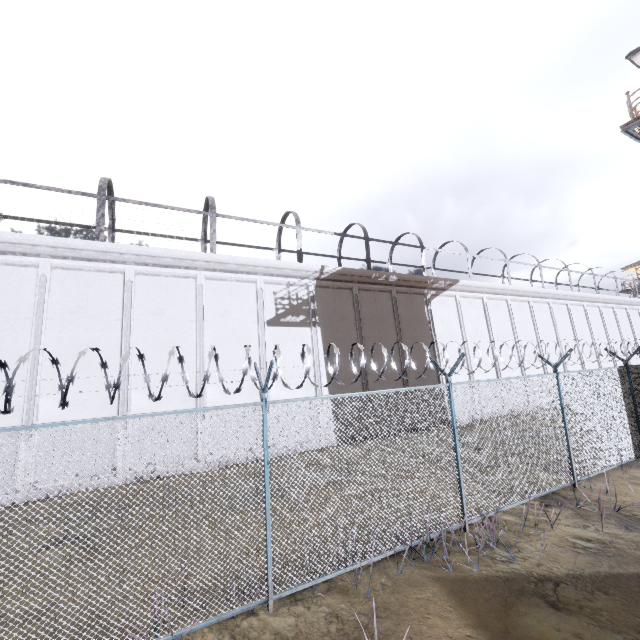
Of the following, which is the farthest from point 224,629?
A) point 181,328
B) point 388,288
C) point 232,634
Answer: point 388,288

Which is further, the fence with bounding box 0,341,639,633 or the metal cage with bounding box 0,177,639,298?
the metal cage with bounding box 0,177,639,298

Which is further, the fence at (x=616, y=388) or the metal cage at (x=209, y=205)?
the metal cage at (x=209, y=205)

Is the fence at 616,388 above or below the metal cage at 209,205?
below

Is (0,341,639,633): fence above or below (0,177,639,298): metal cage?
below
